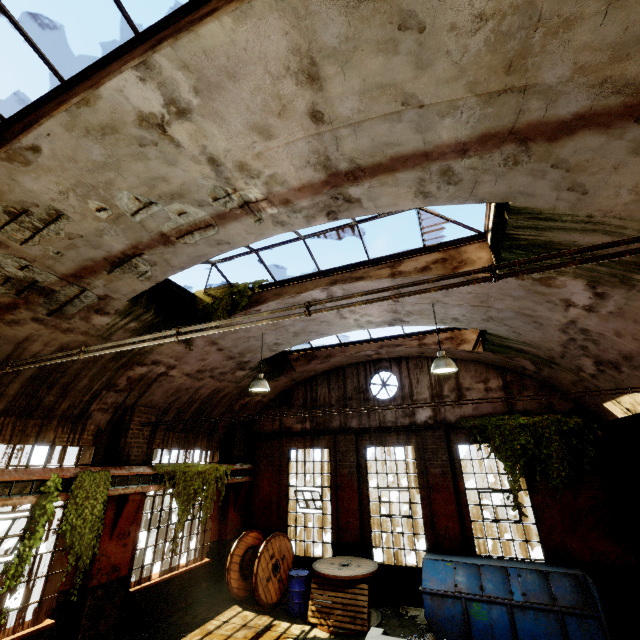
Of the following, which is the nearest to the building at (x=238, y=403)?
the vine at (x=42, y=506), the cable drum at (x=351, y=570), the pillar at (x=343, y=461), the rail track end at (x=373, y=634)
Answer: the vine at (x=42, y=506)

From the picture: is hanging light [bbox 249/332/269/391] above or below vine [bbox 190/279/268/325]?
below

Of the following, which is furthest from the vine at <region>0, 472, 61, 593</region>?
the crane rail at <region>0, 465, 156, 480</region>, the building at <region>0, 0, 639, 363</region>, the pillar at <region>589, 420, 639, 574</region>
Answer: the pillar at <region>589, 420, 639, 574</region>

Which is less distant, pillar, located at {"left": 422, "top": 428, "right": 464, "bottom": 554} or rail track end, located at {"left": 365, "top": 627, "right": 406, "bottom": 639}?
rail track end, located at {"left": 365, "top": 627, "right": 406, "bottom": 639}

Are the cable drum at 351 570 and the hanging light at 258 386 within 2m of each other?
no

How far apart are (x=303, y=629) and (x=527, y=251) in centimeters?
1054cm

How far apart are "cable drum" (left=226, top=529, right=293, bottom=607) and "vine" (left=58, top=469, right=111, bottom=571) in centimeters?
435cm

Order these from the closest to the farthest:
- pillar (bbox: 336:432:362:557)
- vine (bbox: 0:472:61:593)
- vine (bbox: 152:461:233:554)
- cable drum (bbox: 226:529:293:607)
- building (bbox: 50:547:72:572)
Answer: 1. vine (bbox: 0:472:61:593)
2. building (bbox: 50:547:72:572)
3. vine (bbox: 152:461:233:554)
4. cable drum (bbox: 226:529:293:607)
5. pillar (bbox: 336:432:362:557)
